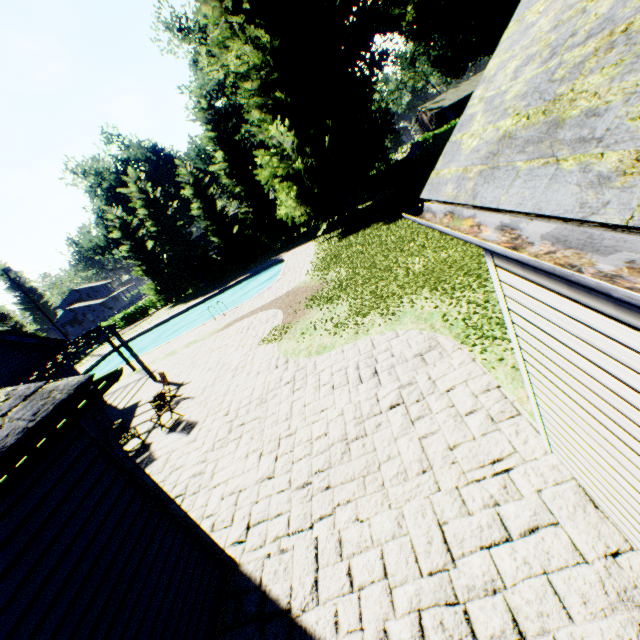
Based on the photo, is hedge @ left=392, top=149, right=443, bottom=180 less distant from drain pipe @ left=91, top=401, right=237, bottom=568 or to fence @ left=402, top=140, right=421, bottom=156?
fence @ left=402, top=140, right=421, bottom=156

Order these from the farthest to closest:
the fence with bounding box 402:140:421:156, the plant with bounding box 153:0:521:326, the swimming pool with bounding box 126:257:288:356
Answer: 1. the fence with bounding box 402:140:421:156
2. the swimming pool with bounding box 126:257:288:356
3. the plant with bounding box 153:0:521:326

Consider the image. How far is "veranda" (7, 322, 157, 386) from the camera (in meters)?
10.83

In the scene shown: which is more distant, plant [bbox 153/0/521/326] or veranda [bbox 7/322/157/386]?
plant [bbox 153/0/521/326]

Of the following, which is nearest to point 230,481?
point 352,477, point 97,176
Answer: point 352,477

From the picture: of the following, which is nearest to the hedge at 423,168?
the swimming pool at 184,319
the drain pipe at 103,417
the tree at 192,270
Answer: the tree at 192,270

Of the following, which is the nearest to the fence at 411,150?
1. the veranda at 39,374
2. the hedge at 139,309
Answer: the hedge at 139,309

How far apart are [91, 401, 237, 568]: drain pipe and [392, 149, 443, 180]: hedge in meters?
31.2
